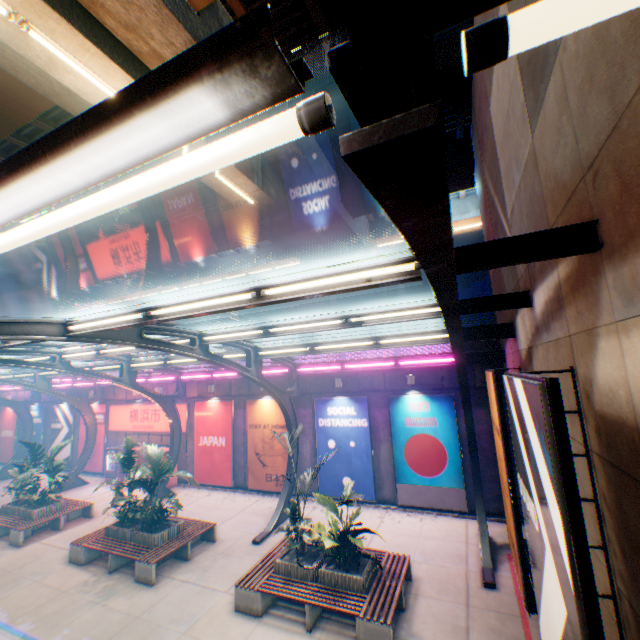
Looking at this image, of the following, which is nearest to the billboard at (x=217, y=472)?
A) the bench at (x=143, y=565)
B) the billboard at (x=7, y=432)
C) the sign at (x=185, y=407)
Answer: the sign at (x=185, y=407)

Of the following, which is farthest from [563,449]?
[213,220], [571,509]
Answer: [213,220]

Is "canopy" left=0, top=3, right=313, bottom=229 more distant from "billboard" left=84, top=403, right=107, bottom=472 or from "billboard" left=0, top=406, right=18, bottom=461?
"billboard" left=0, top=406, right=18, bottom=461

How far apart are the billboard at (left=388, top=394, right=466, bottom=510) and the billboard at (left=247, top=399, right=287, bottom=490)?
4.8m

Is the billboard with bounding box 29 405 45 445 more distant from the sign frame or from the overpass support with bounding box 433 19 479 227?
the sign frame

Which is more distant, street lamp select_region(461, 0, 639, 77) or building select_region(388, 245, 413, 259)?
building select_region(388, 245, 413, 259)

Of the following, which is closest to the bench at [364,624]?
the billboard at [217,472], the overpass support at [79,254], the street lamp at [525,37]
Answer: the billboard at [217,472]

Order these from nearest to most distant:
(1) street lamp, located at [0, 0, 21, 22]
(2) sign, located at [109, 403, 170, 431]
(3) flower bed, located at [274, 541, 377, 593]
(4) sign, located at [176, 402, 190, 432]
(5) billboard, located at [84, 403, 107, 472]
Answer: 1. (1) street lamp, located at [0, 0, 21, 22]
2. (3) flower bed, located at [274, 541, 377, 593]
3. (4) sign, located at [176, 402, 190, 432]
4. (2) sign, located at [109, 403, 170, 431]
5. (5) billboard, located at [84, 403, 107, 472]
